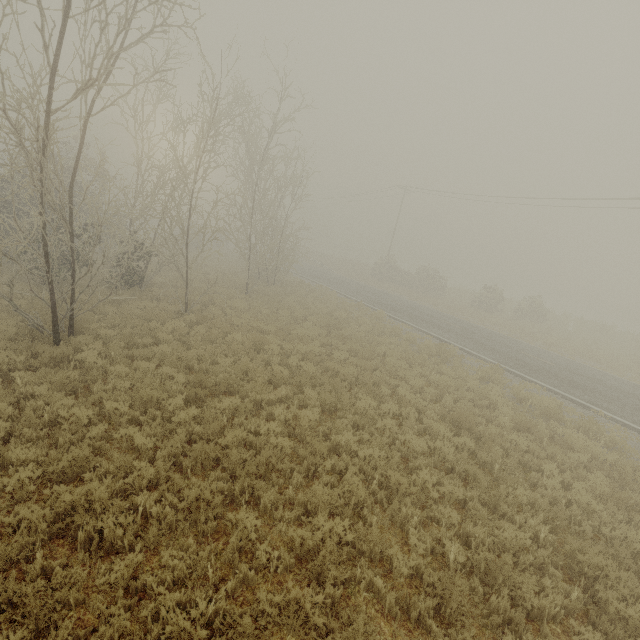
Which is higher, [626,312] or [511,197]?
[511,197]
